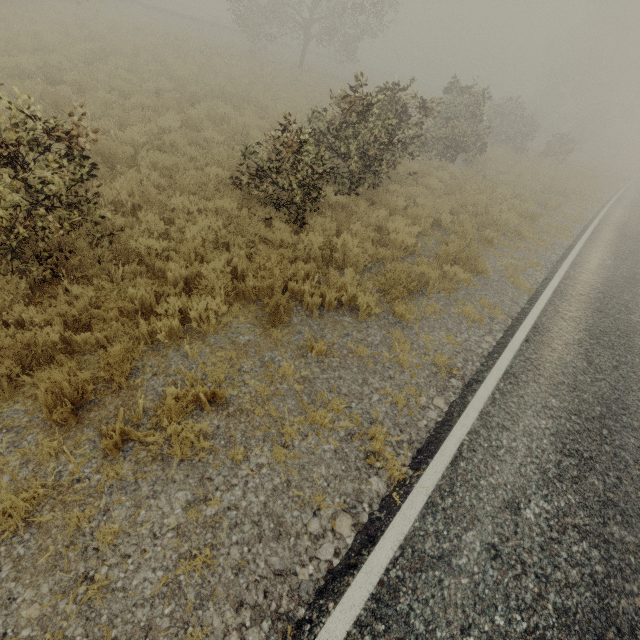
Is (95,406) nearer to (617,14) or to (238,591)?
(238,591)
